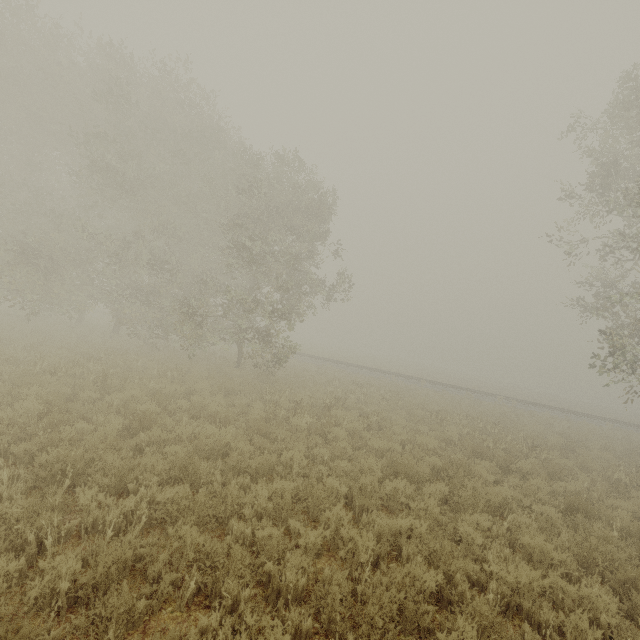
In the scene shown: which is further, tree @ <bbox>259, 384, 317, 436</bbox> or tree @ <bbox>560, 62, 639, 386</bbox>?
tree @ <bbox>560, 62, 639, 386</bbox>

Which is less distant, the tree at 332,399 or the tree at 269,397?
the tree at 269,397

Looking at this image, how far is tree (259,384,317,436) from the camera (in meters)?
9.59

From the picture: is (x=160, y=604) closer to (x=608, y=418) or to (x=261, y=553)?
(x=261, y=553)
